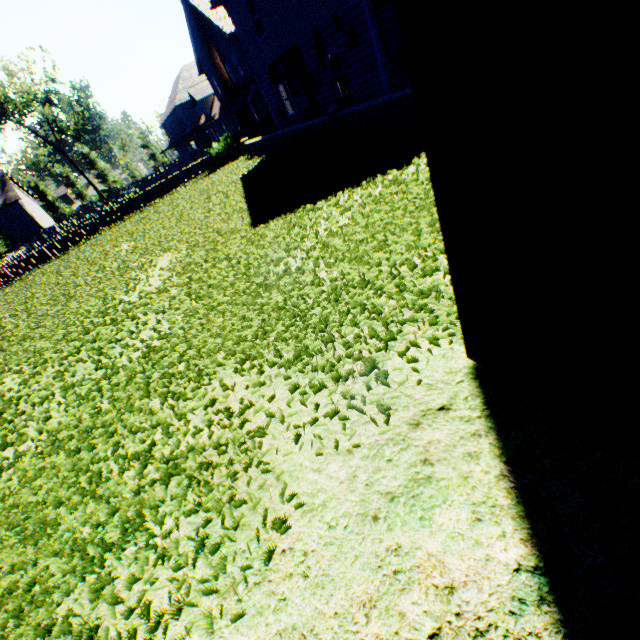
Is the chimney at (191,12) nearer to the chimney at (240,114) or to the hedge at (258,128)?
the chimney at (240,114)

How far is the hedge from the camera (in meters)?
22.77

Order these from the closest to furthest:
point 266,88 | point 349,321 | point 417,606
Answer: point 417,606 < point 349,321 < point 266,88

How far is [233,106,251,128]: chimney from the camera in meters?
29.7

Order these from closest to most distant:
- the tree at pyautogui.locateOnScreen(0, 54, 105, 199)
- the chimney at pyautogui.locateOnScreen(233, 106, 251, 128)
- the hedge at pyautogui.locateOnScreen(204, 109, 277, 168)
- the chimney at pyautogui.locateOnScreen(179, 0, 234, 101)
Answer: the hedge at pyautogui.locateOnScreen(204, 109, 277, 168) → the chimney at pyautogui.locateOnScreen(179, 0, 234, 101) → the chimney at pyautogui.locateOnScreen(233, 106, 251, 128) → the tree at pyautogui.locateOnScreen(0, 54, 105, 199)

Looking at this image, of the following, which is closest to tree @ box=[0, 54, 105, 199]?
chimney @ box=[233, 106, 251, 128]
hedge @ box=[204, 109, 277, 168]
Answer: hedge @ box=[204, 109, 277, 168]

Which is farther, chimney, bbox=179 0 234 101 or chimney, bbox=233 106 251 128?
chimney, bbox=233 106 251 128

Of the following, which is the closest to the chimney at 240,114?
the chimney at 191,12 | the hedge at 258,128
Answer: the chimney at 191,12
